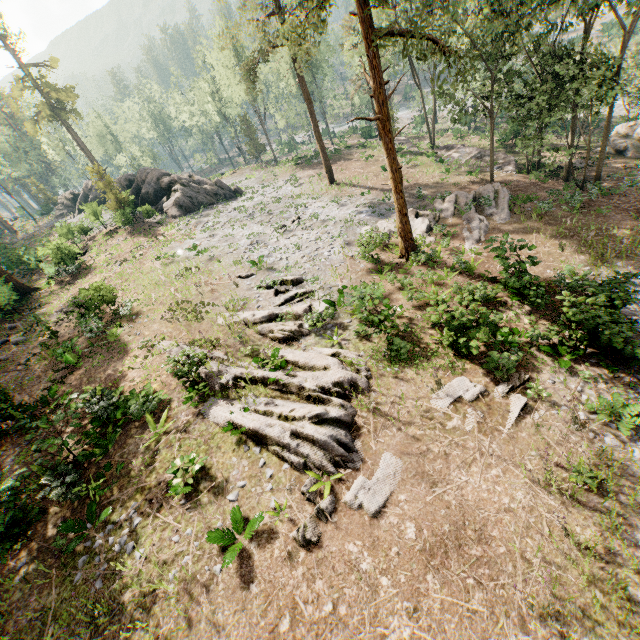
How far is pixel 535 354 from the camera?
12.7 meters

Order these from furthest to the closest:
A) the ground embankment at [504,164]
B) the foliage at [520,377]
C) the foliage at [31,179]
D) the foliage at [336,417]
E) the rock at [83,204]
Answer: the foliage at [31,179]
the rock at [83,204]
the ground embankment at [504,164]
the foliage at [520,377]
the foliage at [336,417]

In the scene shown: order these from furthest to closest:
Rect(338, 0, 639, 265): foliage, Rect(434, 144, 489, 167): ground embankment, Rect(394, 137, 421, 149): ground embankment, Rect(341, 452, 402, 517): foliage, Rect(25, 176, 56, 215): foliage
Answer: Rect(25, 176, 56, 215): foliage, Rect(394, 137, 421, 149): ground embankment, Rect(434, 144, 489, 167): ground embankment, Rect(338, 0, 639, 265): foliage, Rect(341, 452, 402, 517): foliage

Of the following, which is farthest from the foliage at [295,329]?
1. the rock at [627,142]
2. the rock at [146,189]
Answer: the rock at [627,142]

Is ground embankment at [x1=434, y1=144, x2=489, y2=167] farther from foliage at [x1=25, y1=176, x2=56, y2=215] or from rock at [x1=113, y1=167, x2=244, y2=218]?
rock at [x1=113, y1=167, x2=244, y2=218]

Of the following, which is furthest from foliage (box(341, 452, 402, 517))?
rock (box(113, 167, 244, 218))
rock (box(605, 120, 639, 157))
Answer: rock (box(605, 120, 639, 157))

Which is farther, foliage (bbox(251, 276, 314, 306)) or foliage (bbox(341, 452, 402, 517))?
foliage (bbox(251, 276, 314, 306))
